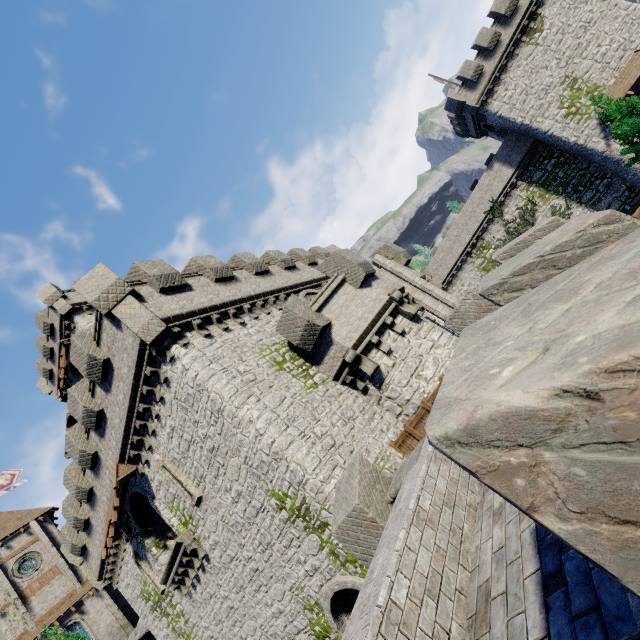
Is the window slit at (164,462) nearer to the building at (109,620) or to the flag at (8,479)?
the building at (109,620)

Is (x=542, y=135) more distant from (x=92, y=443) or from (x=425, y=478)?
(x=92, y=443)

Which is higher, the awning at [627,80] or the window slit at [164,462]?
the window slit at [164,462]

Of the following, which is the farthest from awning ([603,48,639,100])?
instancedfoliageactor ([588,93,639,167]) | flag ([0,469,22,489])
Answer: flag ([0,469,22,489])

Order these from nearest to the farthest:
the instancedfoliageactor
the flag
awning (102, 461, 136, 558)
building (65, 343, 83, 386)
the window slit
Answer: the window slit < awning (102, 461, 136, 558) < the instancedfoliageactor < building (65, 343, 83, 386) < the flag

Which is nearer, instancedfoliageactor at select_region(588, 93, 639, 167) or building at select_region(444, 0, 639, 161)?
instancedfoliageactor at select_region(588, 93, 639, 167)

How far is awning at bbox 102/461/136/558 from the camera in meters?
13.9

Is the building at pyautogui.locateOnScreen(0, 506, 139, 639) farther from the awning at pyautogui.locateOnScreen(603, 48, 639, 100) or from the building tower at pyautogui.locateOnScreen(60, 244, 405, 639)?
the awning at pyautogui.locateOnScreen(603, 48, 639, 100)
